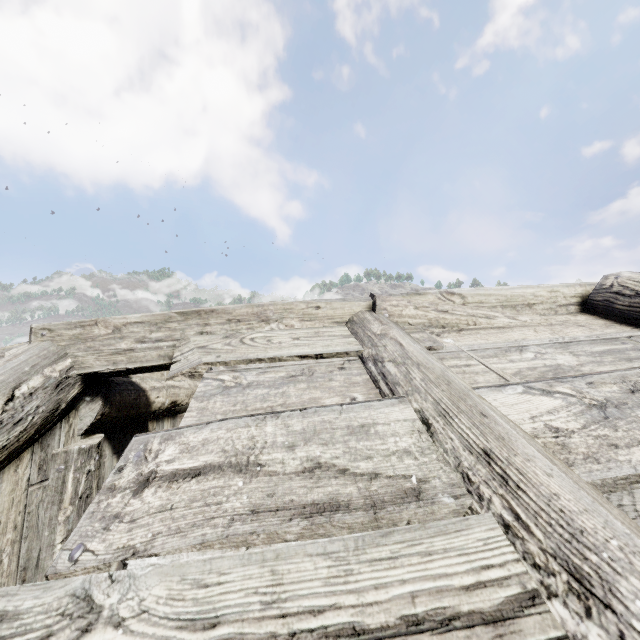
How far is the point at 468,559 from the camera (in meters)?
0.76
